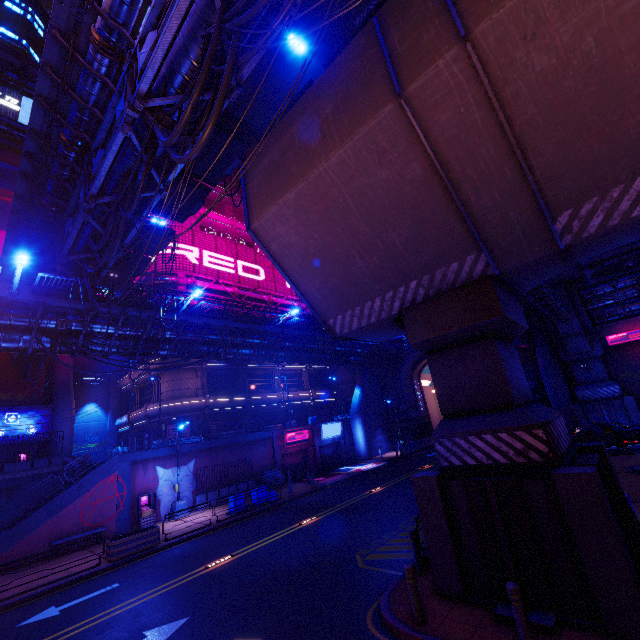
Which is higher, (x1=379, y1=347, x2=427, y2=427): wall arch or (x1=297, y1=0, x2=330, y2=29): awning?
(x1=297, y1=0, x2=330, y2=29): awning

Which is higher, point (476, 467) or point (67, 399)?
point (67, 399)

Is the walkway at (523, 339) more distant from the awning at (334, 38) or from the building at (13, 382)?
the building at (13, 382)

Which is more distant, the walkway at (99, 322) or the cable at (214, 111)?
the walkway at (99, 322)

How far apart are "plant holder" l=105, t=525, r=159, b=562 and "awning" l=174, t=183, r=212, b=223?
17.7 meters

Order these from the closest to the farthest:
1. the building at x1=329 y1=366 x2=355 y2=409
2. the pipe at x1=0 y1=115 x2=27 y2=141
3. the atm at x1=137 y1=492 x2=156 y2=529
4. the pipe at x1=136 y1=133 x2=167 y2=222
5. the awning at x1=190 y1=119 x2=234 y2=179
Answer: the pipe at x1=136 y1=133 x2=167 y2=222, the awning at x1=190 y1=119 x2=234 y2=179, the atm at x1=137 y1=492 x2=156 y2=529, the pipe at x1=0 y1=115 x2=27 y2=141, the building at x1=329 y1=366 x2=355 y2=409

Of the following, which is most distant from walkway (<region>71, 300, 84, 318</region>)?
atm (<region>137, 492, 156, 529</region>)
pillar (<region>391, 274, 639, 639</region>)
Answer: pillar (<region>391, 274, 639, 639</region>)

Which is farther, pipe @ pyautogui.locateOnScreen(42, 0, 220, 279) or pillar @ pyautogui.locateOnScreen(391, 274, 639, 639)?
pipe @ pyautogui.locateOnScreen(42, 0, 220, 279)
